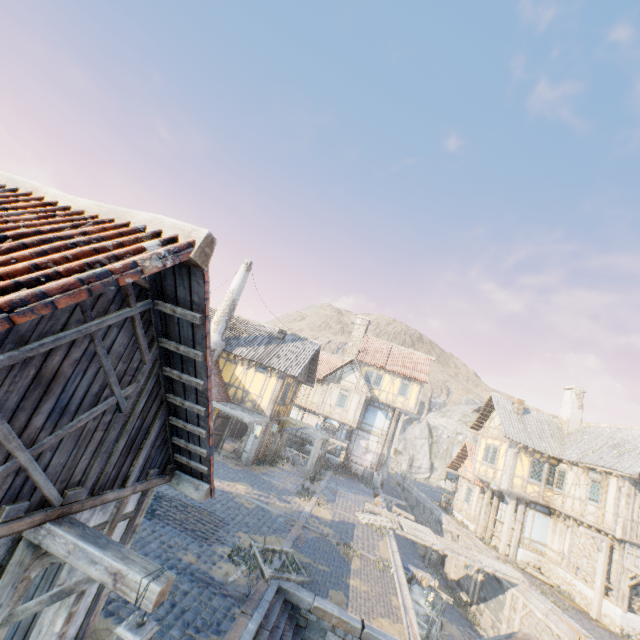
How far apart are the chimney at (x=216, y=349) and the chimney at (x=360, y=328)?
14.4 meters

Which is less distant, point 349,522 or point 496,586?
point 349,522

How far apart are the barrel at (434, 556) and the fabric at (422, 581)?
11.53m

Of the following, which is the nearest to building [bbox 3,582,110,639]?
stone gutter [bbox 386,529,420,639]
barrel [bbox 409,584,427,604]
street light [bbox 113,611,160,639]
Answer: street light [bbox 113,611,160,639]

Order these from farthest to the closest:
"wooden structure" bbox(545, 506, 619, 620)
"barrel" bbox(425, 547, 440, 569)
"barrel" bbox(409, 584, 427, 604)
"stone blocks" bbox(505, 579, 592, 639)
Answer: "barrel" bbox(425, 547, 440, 569), "wooden structure" bbox(545, 506, 619, 620), "barrel" bbox(409, 584, 427, 604), "stone blocks" bbox(505, 579, 592, 639)

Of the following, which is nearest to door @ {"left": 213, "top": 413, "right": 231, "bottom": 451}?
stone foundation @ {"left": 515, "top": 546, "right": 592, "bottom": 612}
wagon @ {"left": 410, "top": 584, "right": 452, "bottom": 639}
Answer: wagon @ {"left": 410, "top": 584, "right": 452, "bottom": 639}

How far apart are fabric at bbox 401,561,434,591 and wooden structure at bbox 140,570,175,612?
14.64m

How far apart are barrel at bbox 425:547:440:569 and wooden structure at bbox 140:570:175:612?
26.9 meters
